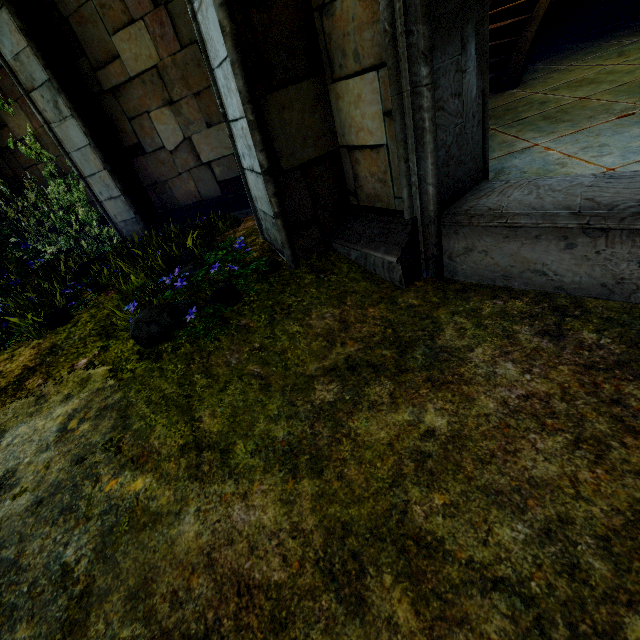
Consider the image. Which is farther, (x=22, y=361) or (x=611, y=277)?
(x=22, y=361)
